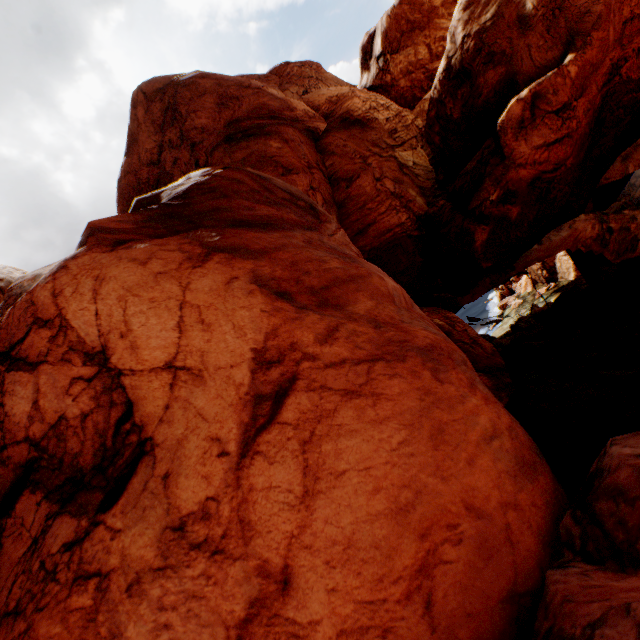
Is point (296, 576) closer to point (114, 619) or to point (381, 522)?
point (381, 522)
